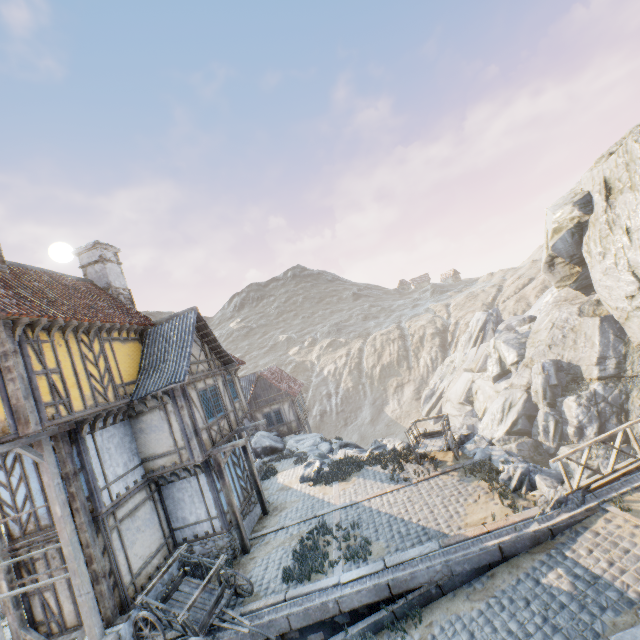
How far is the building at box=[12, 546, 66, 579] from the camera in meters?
9.7 m

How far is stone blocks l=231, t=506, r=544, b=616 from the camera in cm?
898

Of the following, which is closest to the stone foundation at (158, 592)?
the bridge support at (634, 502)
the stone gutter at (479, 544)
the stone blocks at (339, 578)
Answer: the stone blocks at (339, 578)

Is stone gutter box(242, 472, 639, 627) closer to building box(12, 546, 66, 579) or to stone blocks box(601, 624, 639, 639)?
stone blocks box(601, 624, 639, 639)

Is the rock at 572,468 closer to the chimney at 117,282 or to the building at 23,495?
the building at 23,495

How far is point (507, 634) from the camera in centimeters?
700cm

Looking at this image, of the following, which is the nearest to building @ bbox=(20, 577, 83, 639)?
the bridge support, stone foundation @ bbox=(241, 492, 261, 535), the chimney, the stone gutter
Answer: stone foundation @ bbox=(241, 492, 261, 535)

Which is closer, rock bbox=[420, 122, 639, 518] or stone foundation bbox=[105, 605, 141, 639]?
stone foundation bbox=[105, 605, 141, 639]
